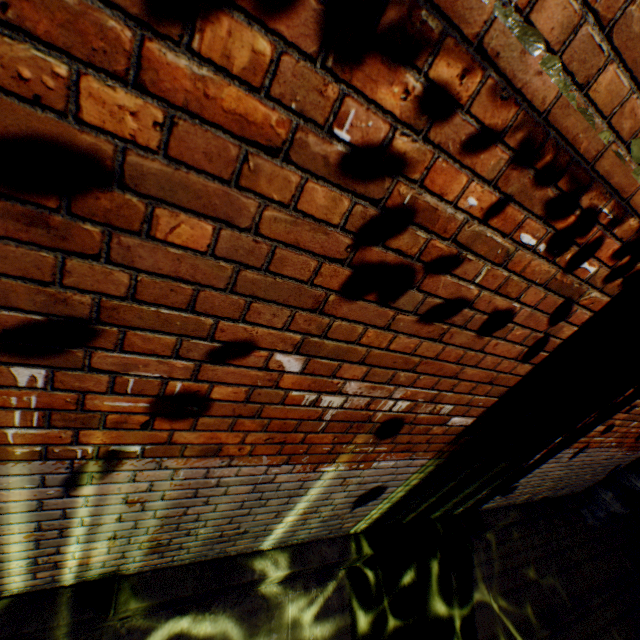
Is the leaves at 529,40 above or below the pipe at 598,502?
above

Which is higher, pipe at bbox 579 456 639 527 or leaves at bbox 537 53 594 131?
leaves at bbox 537 53 594 131

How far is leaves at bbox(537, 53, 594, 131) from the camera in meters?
0.8

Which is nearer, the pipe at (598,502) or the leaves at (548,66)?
the leaves at (548,66)

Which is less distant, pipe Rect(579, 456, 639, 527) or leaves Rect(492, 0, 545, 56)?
leaves Rect(492, 0, 545, 56)

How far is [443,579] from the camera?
3.34m
